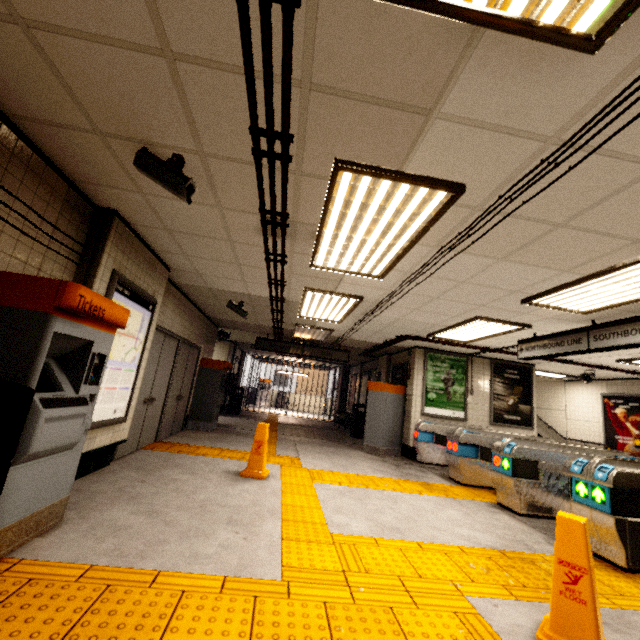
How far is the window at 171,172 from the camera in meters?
2.4

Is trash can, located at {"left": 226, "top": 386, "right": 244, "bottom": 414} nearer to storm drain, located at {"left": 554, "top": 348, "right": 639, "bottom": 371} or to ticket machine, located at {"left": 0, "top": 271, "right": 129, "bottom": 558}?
storm drain, located at {"left": 554, "top": 348, "right": 639, "bottom": 371}

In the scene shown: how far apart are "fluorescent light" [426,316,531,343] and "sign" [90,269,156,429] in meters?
5.2

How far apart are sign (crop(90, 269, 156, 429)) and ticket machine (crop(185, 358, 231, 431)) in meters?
4.2 m

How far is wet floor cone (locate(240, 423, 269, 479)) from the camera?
4.78m

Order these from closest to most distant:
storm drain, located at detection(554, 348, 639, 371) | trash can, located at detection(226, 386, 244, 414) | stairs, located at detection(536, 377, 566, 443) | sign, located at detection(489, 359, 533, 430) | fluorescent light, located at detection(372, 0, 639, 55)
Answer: fluorescent light, located at detection(372, 0, 639, 55)
storm drain, located at detection(554, 348, 639, 371)
sign, located at detection(489, 359, 533, 430)
stairs, located at detection(536, 377, 566, 443)
trash can, located at detection(226, 386, 244, 414)

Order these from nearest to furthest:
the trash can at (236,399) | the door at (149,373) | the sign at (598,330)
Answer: the sign at (598,330), the door at (149,373), the trash can at (236,399)

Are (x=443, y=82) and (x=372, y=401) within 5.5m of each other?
no
